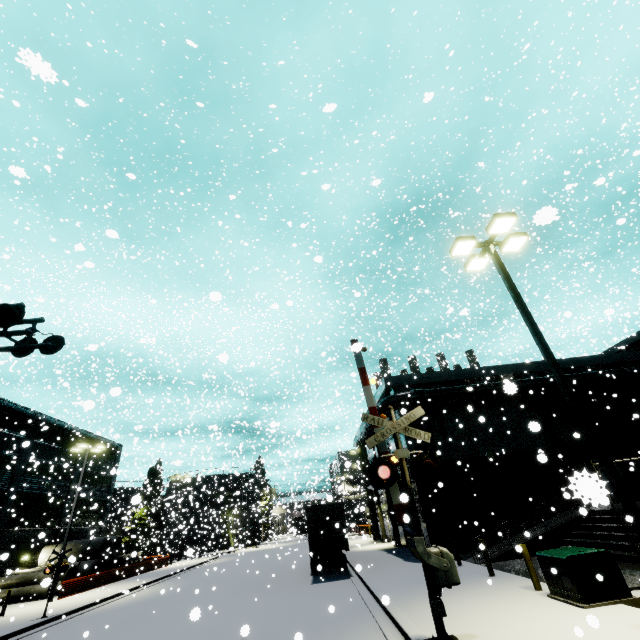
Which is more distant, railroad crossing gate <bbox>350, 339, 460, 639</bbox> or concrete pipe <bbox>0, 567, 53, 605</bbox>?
concrete pipe <bbox>0, 567, 53, 605</bbox>

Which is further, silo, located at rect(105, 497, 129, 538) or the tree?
silo, located at rect(105, 497, 129, 538)

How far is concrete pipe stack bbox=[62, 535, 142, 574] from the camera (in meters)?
28.81

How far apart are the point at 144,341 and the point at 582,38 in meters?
55.7 m

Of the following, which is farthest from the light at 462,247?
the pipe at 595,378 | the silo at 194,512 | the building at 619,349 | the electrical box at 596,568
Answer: the silo at 194,512

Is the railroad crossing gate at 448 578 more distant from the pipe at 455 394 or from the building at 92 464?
the pipe at 455 394

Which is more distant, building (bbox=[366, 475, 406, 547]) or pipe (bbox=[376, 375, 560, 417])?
building (bbox=[366, 475, 406, 547])

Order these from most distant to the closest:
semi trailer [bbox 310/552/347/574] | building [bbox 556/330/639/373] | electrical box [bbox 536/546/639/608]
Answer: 1. building [bbox 556/330/639/373]
2. semi trailer [bbox 310/552/347/574]
3. electrical box [bbox 536/546/639/608]
